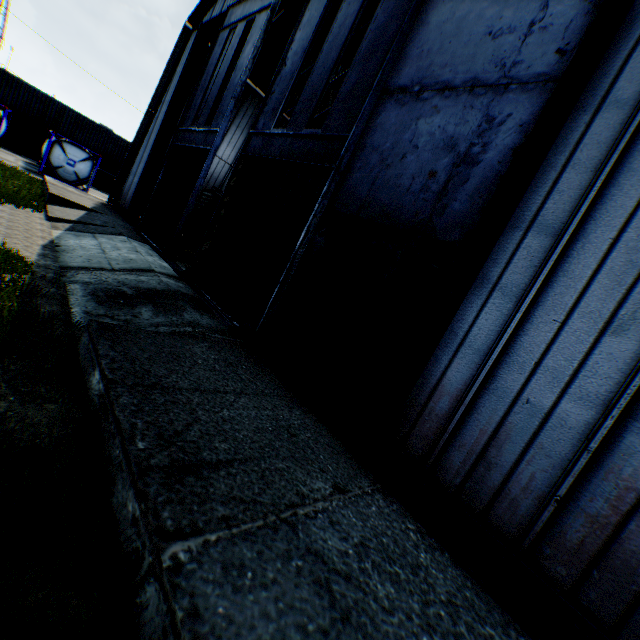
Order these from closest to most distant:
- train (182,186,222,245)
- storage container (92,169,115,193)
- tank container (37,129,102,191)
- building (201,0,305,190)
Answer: building (201,0,305,190) < train (182,186,222,245) < tank container (37,129,102,191) < storage container (92,169,115,193)

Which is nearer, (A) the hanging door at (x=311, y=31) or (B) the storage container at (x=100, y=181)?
(A) the hanging door at (x=311, y=31)

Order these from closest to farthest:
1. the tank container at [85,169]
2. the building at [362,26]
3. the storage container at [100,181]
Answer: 1. the building at [362,26]
2. the tank container at [85,169]
3. the storage container at [100,181]

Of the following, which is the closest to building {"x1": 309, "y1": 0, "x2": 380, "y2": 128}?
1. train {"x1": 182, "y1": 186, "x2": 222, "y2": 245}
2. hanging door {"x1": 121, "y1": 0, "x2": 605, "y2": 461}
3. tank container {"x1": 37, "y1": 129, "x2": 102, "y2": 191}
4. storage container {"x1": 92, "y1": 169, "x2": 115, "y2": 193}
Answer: hanging door {"x1": 121, "y1": 0, "x2": 605, "y2": 461}

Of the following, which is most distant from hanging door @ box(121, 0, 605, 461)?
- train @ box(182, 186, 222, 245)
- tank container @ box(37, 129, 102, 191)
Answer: tank container @ box(37, 129, 102, 191)

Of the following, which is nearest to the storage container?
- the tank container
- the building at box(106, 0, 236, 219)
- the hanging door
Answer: the tank container

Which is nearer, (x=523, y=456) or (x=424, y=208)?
(x=523, y=456)
